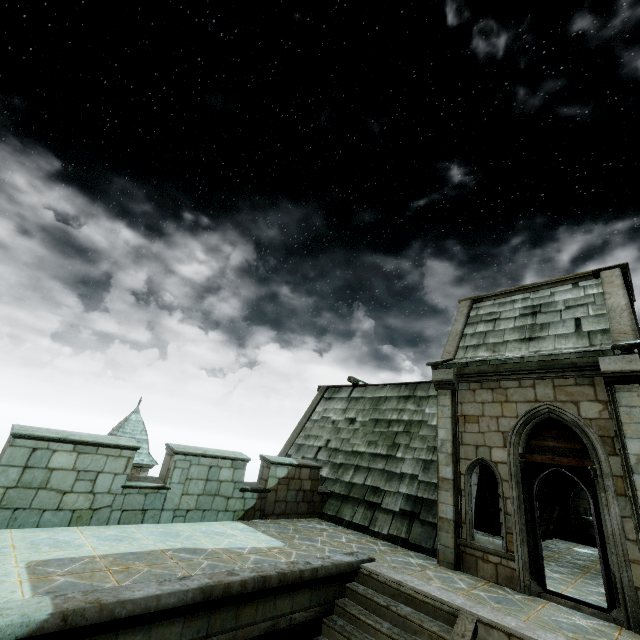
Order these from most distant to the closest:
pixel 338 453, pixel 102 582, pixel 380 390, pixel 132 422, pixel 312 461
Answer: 1. pixel 132 422
2. pixel 380 390
3. pixel 338 453
4. pixel 312 461
5. pixel 102 582
